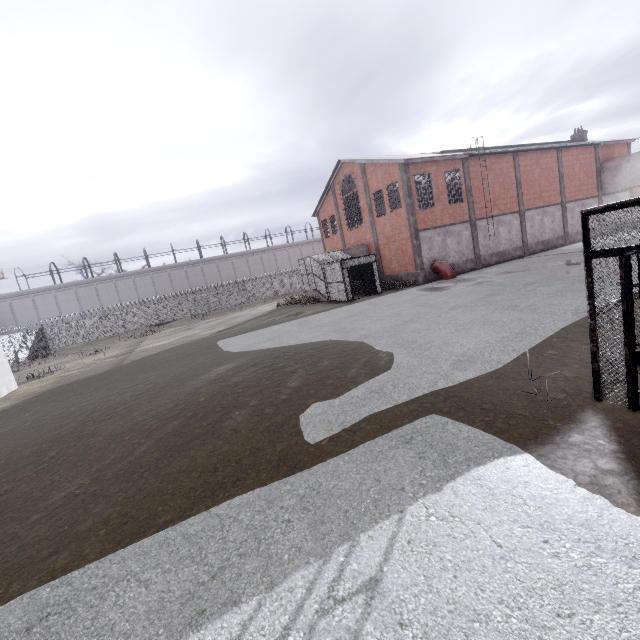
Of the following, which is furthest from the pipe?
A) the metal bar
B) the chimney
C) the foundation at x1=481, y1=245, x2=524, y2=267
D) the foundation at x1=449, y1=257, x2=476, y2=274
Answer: the chimney

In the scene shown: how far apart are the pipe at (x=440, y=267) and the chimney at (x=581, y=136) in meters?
25.4 m

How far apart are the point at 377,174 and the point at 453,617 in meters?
27.9 m

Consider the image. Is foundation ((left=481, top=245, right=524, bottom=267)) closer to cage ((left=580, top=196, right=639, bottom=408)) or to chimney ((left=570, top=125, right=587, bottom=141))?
cage ((left=580, top=196, right=639, bottom=408))

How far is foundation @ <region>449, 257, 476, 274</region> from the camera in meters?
25.8

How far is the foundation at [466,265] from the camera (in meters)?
25.83

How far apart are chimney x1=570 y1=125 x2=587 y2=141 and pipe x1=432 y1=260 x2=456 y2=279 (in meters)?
25.45

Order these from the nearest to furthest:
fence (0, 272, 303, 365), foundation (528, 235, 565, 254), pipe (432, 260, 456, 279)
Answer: pipe (432, 260, 456, 279) → foundation (528, 235, 565, 254) → fence (0, 272, 303, 365)
